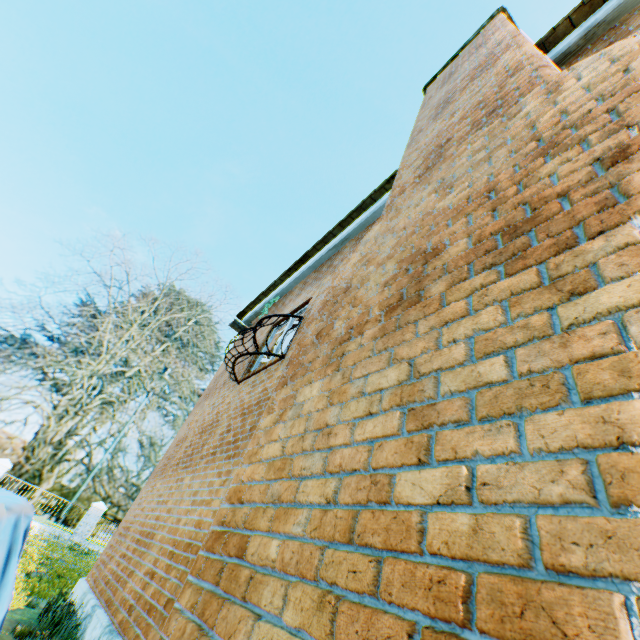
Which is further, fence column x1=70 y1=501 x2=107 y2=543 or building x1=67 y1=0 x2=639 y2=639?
fence column x1=70 y1=501 x2=107 y2=543

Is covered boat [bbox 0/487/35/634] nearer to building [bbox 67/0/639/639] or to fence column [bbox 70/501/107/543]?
building [bbox 67/0/639/639]

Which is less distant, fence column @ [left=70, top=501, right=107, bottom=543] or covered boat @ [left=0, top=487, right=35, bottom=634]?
covered boat @ [left=0, top=487, right=35, bottom=634]

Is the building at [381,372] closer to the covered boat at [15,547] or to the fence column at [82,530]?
the covered boat at [15,547]

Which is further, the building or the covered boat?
the covered boat

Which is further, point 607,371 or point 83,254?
point 83,254

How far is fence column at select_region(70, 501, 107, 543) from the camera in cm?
1814

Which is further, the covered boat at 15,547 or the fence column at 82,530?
the fence column at 82,530
